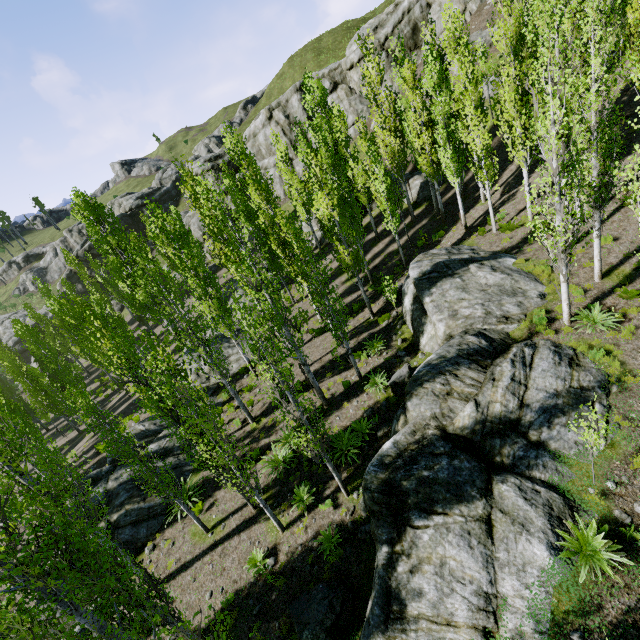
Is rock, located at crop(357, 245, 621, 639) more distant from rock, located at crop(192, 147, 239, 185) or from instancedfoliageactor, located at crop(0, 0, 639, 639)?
rock, located at crop(192, 147, 239, 185)

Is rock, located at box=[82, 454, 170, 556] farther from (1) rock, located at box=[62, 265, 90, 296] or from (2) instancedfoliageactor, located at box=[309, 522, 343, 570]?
(1) rock, located at box=[62, 265, 90, 296]

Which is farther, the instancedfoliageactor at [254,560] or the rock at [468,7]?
the rock at [468,7]

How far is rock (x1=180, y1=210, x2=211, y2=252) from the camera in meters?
45.5

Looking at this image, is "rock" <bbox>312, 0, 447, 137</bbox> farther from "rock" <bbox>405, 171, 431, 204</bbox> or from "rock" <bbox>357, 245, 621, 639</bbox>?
"rock" <bbox>357, 245, 621, 639</bbox>

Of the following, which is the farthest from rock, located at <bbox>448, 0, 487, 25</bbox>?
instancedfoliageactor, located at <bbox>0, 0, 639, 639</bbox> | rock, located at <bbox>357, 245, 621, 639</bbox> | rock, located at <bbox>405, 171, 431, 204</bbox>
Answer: rock, located at <bbox>357, 245, 621, 639</bbox>

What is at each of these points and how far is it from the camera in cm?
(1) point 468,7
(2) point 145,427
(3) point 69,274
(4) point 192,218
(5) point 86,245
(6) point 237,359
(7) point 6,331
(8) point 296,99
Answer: (1) rock, 3244
(2) rock, 1961
(3) rock, 5397
(4) rock, 4697
(5) rock, 5369
(6) rock, 2334
(7) rock, 5253
(8) rock, 4197

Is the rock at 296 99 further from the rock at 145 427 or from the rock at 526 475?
the rock at 526 475
